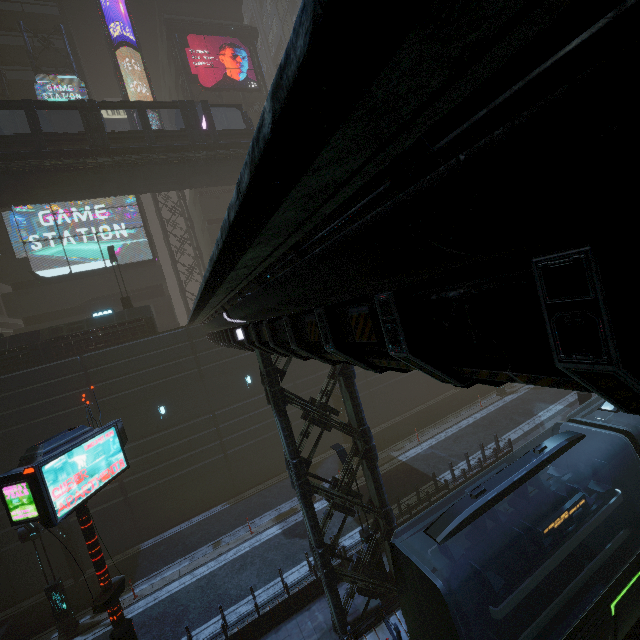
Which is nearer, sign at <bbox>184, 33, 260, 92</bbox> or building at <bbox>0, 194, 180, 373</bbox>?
building at <bbox>0, 194, 180, 373</bbox>

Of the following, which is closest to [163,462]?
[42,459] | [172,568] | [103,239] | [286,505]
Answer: [172,568]

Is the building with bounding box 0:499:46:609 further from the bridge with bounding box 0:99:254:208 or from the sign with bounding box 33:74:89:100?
the bridge with bounding box 0:99:254:208

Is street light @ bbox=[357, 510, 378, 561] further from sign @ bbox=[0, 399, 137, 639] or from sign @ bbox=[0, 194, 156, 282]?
sign @ bbox=[0, 194, 156, 282]

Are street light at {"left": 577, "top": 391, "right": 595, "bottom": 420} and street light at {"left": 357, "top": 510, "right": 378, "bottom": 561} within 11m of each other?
no

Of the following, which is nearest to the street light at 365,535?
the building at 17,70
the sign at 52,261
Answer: the building at 17,70

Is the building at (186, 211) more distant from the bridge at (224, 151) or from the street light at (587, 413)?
the bridge at (224, 151)

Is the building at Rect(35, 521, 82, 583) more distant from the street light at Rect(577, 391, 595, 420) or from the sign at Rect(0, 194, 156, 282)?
the street light at Rect(577, 391, 595, 420)
